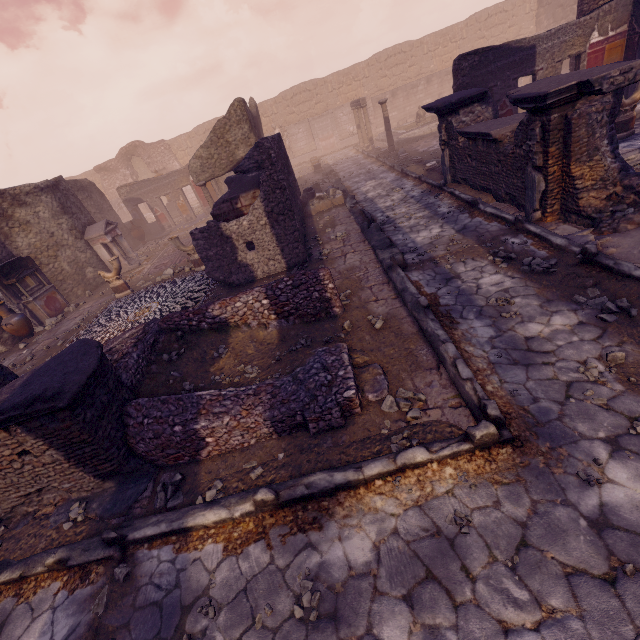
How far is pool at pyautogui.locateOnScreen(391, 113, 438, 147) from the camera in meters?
17.9

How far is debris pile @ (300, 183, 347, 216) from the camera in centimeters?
1180cm

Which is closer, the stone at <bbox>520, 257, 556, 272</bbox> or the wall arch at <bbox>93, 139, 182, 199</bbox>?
the stone at <bbox>520, 257, 556, 272</bbox>

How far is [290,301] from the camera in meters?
5.5

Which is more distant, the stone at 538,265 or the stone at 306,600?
the stone at 538,265

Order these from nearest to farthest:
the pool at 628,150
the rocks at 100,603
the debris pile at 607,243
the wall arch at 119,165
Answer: the rocks at 100,603, the debris pile at 607,243, the pool at 628,150, the wall arch at 119,165

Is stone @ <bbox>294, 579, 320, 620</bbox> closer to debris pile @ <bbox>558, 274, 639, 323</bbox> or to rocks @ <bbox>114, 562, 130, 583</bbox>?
rocks @ <bbox>114, 562, 130, 583</bbox>

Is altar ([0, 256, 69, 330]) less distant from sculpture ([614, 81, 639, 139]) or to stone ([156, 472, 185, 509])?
stone ([156, 472, 185, 509])
